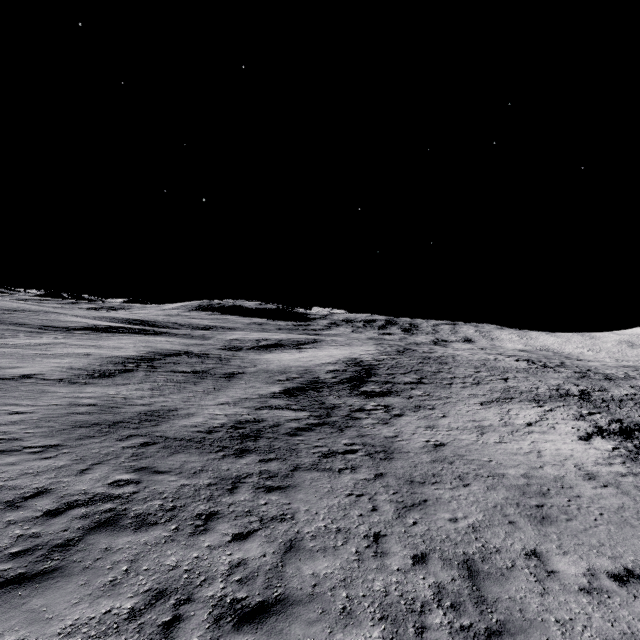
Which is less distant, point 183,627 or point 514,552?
point 183,627
